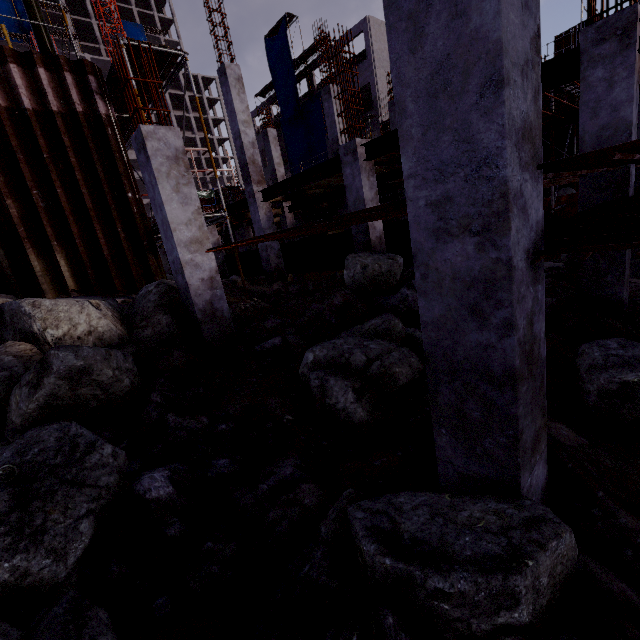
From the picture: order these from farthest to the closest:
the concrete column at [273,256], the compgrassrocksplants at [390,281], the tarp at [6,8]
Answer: the tarp at [6,8]
the concrete column at [273,256]
the compgrassrocksplants at [390,281]

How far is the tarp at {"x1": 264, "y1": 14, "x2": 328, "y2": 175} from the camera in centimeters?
3216cm

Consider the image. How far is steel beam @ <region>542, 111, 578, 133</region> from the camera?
8.8m

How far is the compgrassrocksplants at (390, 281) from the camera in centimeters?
734cm

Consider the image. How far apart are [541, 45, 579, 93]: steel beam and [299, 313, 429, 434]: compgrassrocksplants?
4.0m

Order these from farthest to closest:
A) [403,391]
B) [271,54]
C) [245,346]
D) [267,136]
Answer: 1. [271,54]
2. [267,136]
3. [245,346]
4. [403,391]

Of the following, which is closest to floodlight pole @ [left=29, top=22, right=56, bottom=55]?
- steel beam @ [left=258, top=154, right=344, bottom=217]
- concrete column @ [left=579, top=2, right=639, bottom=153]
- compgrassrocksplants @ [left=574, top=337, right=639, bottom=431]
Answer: steel beam @ [left=258, top=154, right=344, bottom=217]

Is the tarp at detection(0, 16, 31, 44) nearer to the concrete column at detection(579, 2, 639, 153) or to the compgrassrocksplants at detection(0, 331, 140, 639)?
the compgrassrocksplants at detection(0, 331, 140, 639)
